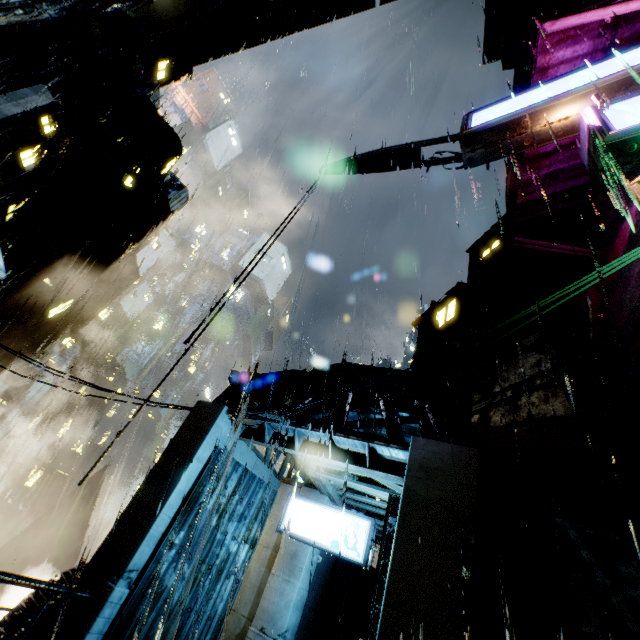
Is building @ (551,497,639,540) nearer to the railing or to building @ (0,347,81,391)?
the railing

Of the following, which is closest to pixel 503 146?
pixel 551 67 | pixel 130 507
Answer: pixel 551 67

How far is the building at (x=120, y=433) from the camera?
10.3 meters

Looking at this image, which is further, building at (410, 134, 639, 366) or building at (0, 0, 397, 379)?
building at (0, 0, 397, 379)

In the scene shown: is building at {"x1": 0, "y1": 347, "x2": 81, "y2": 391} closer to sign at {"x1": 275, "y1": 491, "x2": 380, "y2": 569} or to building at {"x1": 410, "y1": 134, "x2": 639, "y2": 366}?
building at {"x1": 410, "y1": 134, "x2": 639, "y2": 366}

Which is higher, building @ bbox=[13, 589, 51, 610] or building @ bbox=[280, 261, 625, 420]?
building @ bbox=[280, 261, 625, 420]

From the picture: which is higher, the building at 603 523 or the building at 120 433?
the building at 603 523

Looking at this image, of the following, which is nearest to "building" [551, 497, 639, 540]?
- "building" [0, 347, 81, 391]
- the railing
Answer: the railing
